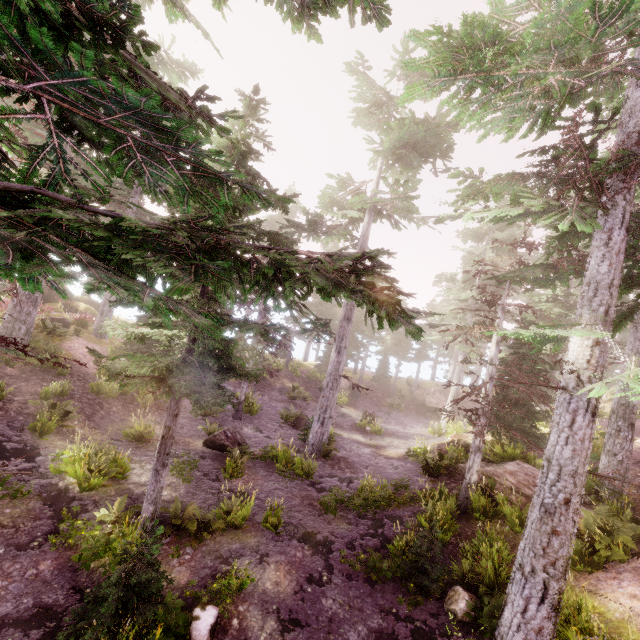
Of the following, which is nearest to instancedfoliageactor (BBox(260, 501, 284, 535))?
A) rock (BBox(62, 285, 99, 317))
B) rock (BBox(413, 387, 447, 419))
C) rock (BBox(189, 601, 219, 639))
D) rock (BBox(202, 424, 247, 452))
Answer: rock (BBox(189, 601, 219, 639))

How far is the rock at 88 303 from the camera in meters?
26.8 m

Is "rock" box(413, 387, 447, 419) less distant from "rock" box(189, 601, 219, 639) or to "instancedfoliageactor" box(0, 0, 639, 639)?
"instancedfoliageactor" box(0, 0, 639, 639)

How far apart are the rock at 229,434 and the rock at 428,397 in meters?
20.2 m

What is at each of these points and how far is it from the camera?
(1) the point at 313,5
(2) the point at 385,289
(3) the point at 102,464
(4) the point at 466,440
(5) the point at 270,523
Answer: (1) instancedfoliageactor, 4.8m
(2) instancedfoliageactor, 3.1m
(3) instancedfoliageactor, 10.3m
(4) rock, 17.5m
(5) instancedfoliageactor, 9.9m

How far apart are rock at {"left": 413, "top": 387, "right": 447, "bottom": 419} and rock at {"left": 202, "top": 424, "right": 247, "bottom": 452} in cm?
2018

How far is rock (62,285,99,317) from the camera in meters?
26.8

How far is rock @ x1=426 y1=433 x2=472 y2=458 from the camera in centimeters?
1661cm
